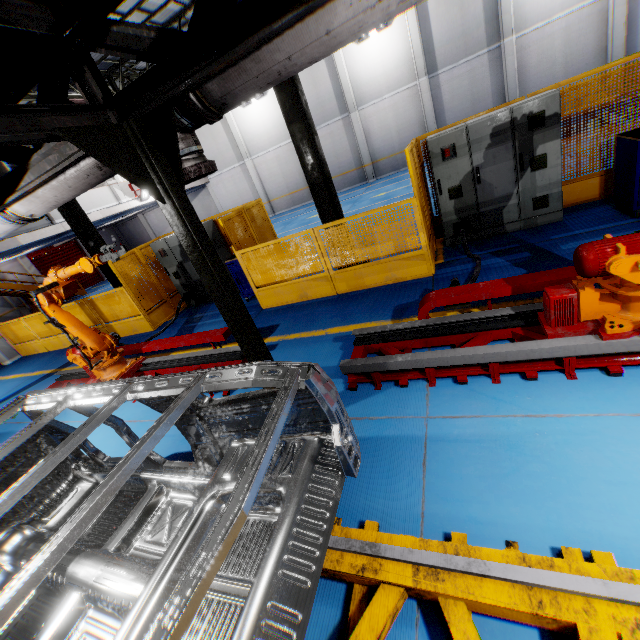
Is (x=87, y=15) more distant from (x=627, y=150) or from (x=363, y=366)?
(x=627, y=150)

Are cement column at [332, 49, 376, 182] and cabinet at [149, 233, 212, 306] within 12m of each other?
no

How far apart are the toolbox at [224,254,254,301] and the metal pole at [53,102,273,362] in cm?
463

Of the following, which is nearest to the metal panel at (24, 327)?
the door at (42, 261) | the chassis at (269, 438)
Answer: the chassis at (269, 438)

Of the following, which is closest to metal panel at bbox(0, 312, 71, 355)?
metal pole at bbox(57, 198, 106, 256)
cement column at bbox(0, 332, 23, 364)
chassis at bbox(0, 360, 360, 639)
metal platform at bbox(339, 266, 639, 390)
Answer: cement column at bbox(0, 332, 23, 364)

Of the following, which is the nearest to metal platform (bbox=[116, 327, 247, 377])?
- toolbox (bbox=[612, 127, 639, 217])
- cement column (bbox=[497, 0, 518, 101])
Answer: toolbox (bbox=[612, 127, 639, 217])

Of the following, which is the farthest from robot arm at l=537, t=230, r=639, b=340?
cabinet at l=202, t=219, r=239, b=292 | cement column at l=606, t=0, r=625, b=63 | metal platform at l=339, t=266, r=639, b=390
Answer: cement column at l=606, t=0, r=625, b=63

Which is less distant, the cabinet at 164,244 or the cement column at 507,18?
the cabinet at 164,244
